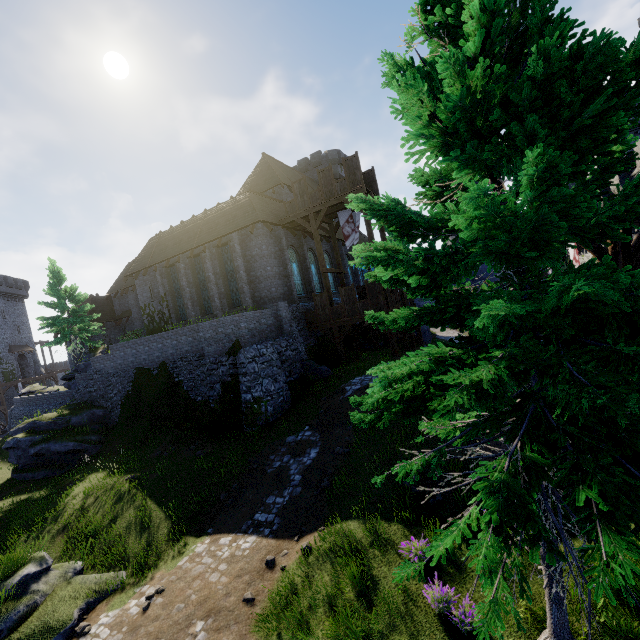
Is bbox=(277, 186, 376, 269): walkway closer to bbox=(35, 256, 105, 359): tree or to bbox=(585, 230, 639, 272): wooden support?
bbox=(585, 230, 639, 272): wooden support

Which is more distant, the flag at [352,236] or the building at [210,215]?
the flag at [352,236]

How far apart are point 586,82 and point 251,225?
20.7 meters

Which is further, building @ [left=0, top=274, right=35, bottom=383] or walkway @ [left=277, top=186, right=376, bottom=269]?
building @ [left=0, top=274, right=35, bottom=383]

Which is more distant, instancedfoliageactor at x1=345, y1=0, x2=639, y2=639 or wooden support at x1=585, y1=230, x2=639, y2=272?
wooden support at x1=585, y1=230, x2=639, y2=272

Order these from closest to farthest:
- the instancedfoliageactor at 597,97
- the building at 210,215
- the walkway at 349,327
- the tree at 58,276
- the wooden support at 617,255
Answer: the instancedfoliageactor at 597,97 → the wooden support at 617,255 → the walkway at 349,327 → the building at 210,215 → the tree at 58,276

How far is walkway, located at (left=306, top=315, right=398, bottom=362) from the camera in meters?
20.7 m

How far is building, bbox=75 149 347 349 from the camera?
22.58m
